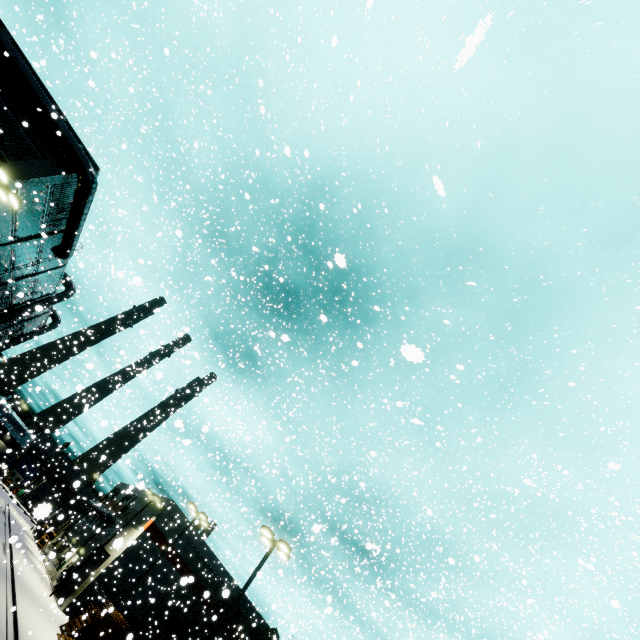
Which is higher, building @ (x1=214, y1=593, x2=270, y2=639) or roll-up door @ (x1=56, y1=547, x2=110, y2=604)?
building @ (x1=214, y1=593, x2=270, y2=639)

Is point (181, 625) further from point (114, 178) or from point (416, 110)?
point (416, 110)

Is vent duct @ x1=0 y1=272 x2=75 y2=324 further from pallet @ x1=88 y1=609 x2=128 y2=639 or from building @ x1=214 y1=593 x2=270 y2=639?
pallet @ x1=88 y1=609 x2=128 y2=639

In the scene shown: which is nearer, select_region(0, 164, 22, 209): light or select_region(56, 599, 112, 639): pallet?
select_region(0, 164, 22, 209): light

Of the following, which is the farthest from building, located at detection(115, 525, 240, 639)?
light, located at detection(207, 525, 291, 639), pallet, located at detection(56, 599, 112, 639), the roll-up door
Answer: light, located at detection(207, 525, 291, 639)

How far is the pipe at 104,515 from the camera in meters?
38.1

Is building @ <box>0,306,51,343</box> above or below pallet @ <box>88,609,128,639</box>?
above

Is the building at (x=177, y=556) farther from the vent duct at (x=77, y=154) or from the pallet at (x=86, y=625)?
the pallet at (x=86, y=625)
